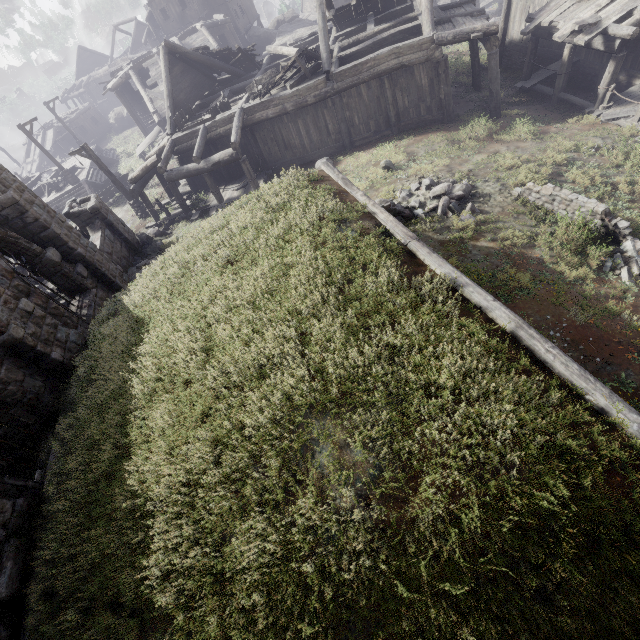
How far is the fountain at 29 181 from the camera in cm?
2831

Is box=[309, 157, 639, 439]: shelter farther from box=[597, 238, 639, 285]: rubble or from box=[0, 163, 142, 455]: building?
box=[597, 238, 639, 285]: rubble

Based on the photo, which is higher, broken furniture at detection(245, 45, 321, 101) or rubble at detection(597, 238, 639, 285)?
broken furniture at detection(245, 45, 321, 101)

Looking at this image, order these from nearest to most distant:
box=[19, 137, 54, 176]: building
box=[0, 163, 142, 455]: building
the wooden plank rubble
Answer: box=[0, 163, 142, 455]: building < the wooden plank rubble < box=[19, 137, 54, 176]: building

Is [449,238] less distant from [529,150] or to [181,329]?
[529,150]

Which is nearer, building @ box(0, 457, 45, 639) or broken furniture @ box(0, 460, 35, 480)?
building @ box(0, 457, 45, 639)

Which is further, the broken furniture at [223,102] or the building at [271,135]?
the broken furniture at [223,102]

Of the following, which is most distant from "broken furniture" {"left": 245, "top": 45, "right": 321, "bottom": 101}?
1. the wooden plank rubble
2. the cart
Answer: the cart
